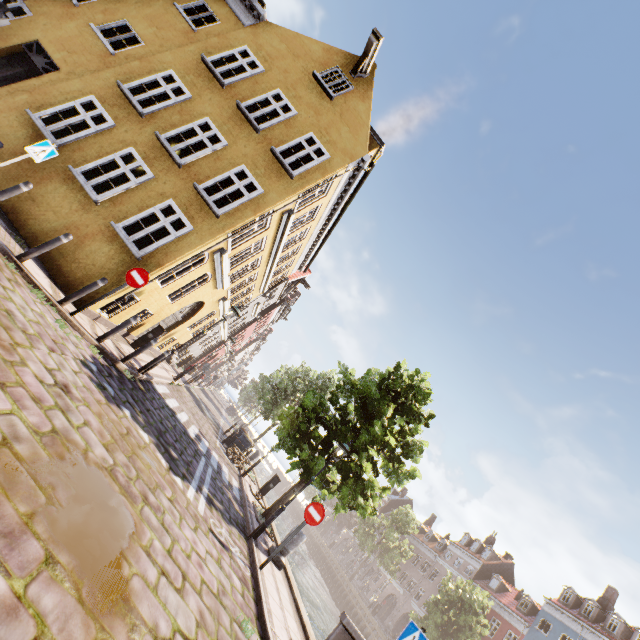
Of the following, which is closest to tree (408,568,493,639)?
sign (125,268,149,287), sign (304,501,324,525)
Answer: sign (304,501,324,525)

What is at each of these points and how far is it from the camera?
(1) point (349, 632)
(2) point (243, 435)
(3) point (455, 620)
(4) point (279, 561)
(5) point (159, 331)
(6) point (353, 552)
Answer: (1) bridge, 6.8 meters
(2) trash bin, 18.7 meters
(3) tree, 25.9 meters
(4) pillar, 9.2 meters
(5) electrical box, 12.6 meters
(6) building, 55.8 meters

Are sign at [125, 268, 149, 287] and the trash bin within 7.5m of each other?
no

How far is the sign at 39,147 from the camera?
7.00m

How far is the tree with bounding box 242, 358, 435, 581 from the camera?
11.5 meters

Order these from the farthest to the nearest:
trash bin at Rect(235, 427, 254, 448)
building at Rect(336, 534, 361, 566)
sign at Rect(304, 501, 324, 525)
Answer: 1. building at Rect(336, 534, 361, 566)
2. trash bin at Rect(235, 427, 254, 448)
3. sign at Rect(304, 501, 324, 525)

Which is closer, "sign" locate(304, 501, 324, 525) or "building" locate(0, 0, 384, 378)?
"sign" locate(304, 501, 324, 525)

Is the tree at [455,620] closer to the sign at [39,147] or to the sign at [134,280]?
the sign at [134,280]
